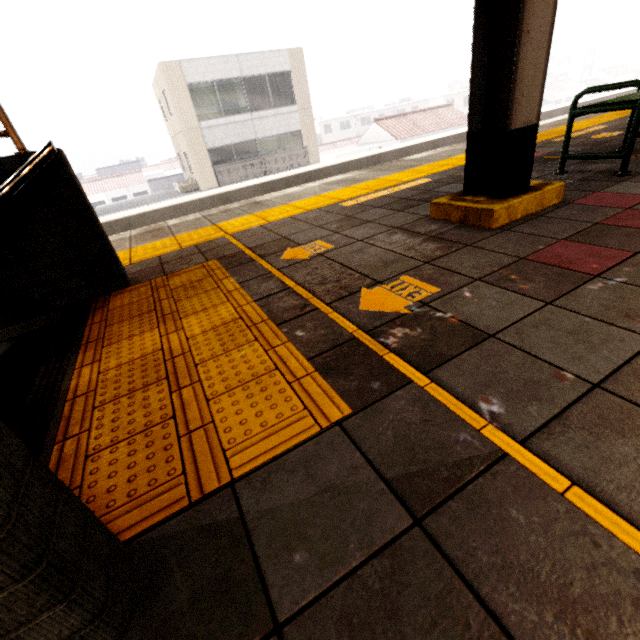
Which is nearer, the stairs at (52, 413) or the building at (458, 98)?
the stairs at (52, 413)

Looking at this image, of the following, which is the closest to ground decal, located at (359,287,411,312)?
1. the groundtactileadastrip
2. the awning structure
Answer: the groundtactileadastrip

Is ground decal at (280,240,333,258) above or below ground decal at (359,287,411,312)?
above

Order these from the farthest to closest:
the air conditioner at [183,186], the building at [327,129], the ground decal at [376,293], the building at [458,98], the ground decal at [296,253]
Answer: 1. the building at [327,129]
2. the building at [458,98]
3. the air conditioner at [183,186]
4. the ground decal at [296,253]
5. the ground decal at [376,293]

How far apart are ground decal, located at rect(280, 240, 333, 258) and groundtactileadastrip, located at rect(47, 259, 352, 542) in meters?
0.5

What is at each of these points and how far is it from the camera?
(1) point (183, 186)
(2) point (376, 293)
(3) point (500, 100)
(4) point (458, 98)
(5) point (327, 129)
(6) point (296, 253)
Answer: (1) air conditioner, 18.7 meters
(2) ground decal, 1.8 meters
(3) awning structure, 2.2 meters
(4) building, 49.5 meters
(5) building, 58.0 meters
(6) ground decal, 2.6 meters

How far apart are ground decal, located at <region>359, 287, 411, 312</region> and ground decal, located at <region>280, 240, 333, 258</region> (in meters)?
0.73

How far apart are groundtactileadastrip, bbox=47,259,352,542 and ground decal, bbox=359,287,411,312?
0.5 meters
